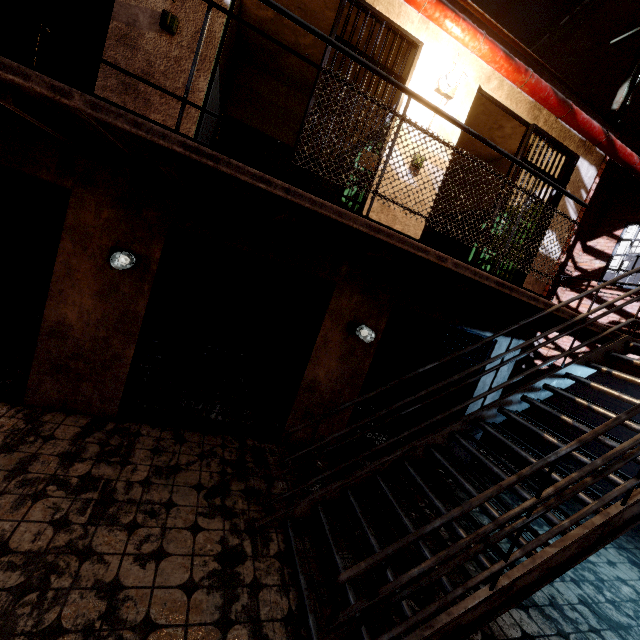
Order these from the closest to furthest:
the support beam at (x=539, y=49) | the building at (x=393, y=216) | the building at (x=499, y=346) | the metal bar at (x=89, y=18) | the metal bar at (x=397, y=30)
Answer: the metal bar at (x=89, y=18) < the metal bar at (x=397, y=30) < the building at (x=393, y=216) < the building at (x=499, y=346) < the support beam at (x=539, y=49)

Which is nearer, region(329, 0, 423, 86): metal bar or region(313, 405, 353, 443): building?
region(329, 0, 423, 86): metal bar

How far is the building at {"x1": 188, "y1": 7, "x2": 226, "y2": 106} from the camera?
3.2 meters

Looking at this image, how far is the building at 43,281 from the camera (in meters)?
6.18

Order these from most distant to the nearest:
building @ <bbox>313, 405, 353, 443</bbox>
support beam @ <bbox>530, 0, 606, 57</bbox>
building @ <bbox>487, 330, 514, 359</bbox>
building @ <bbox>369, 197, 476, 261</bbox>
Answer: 1. support beam @ <bbox>530, 0, 606, 57</bbox>
2. building @ <bbox>487, 330, 514, 359</bbox>
3. building @ <bbox>313, 405, 353, 443</bbox>
4. building @ <bbox>369, 197, 476, 261</bbox>

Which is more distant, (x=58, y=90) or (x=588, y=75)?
(x=588, y=75)

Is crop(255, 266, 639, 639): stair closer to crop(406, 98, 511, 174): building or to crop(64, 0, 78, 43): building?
crop(406, 98, 511, 174): building
